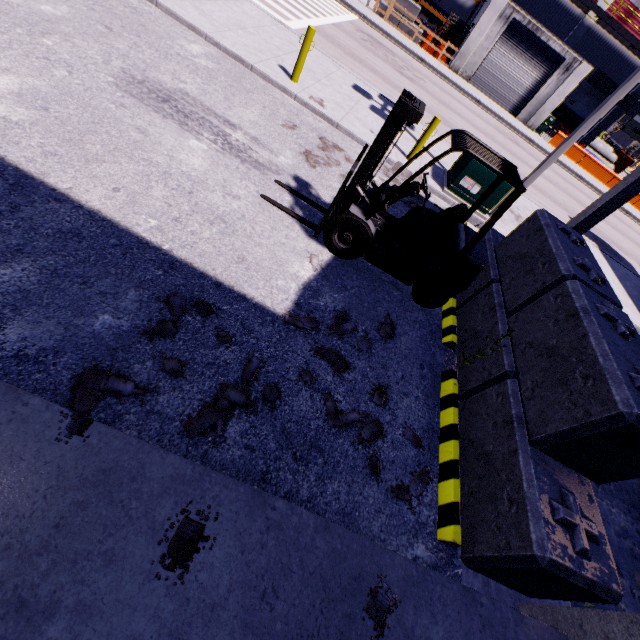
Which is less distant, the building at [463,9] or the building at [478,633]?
the building at [478,633]

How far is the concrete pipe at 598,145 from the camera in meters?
35.9

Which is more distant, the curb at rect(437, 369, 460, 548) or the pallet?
the pallet

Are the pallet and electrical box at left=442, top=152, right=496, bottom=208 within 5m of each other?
no

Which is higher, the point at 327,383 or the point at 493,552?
the point at 493,552

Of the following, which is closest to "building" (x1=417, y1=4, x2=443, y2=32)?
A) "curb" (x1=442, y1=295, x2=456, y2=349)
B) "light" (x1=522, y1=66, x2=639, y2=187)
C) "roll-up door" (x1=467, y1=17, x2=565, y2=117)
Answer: "roll-up door" (x1=467, y1=17, x2=565, y2=117)

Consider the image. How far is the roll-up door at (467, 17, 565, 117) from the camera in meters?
23.9

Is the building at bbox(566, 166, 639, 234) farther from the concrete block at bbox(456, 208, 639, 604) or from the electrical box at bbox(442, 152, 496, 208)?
the electrical box at bbox(442, 152, 496, 208)
